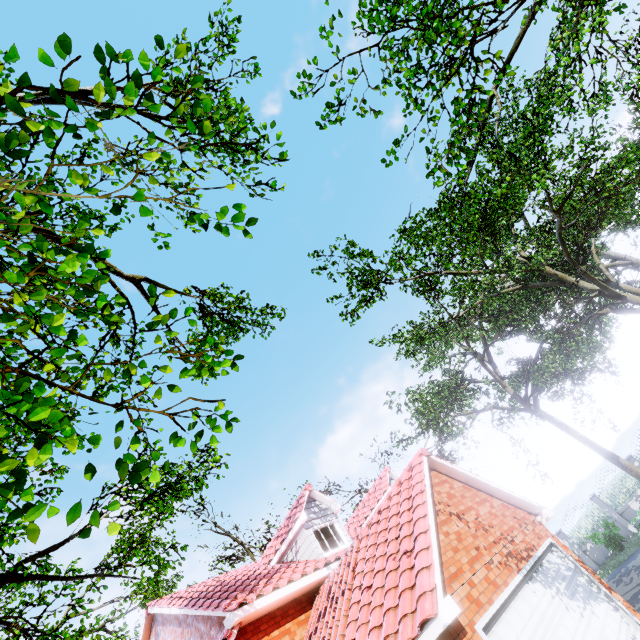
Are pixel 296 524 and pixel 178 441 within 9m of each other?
no

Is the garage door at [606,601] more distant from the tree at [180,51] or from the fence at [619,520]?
the fence at [619,520]

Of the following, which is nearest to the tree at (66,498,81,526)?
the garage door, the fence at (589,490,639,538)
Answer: the fence at (589,490,639,538)

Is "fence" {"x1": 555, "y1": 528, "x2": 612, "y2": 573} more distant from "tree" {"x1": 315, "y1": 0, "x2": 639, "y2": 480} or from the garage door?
the garage door

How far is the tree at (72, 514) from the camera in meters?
2.4

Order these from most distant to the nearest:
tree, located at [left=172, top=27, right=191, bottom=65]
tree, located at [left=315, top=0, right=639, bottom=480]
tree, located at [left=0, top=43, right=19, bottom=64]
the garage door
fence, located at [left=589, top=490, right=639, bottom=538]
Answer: fence, located at [left=589, top=490, right=639, bottom=538], tree, located at [left=315, top=0, right=639, bottom=480], the garage door, tree, located at [left=172, top=27, right=191, bottom=65], tree, located at [left=0, top=43, right=19, bottom=64]

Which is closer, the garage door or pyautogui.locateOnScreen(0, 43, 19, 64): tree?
pyautogui.locateOnScreen(0, 43, 19, 64): tree
